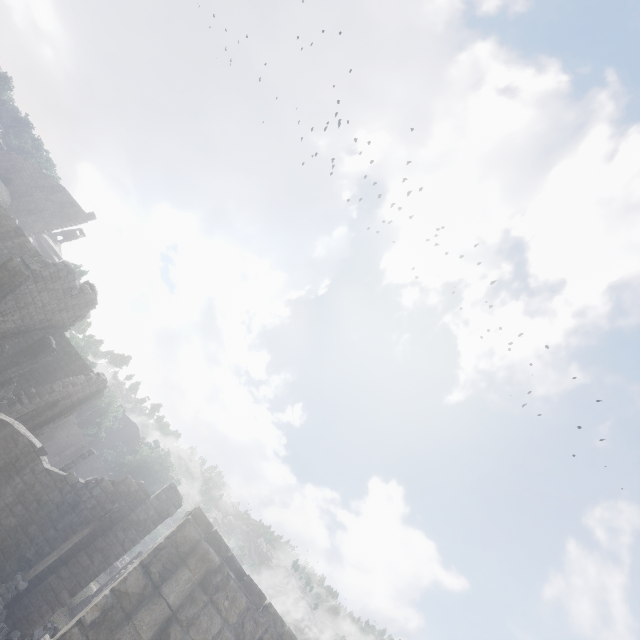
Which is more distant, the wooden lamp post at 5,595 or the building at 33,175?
the building at 33,175

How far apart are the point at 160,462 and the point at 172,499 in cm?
3205

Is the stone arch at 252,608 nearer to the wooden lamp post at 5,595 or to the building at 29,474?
the building at 29,474

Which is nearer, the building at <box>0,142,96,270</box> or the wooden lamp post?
the wooden lamp post

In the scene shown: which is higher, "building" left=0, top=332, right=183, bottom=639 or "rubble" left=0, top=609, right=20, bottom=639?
"building" left=0, top=332, right=183, bottom=639

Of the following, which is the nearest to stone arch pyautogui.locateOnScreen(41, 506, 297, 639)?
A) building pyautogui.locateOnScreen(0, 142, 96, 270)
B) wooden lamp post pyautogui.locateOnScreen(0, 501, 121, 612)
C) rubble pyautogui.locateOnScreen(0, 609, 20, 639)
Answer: building pyautogui.locateOnScreen(0, 142, 96, 270)
